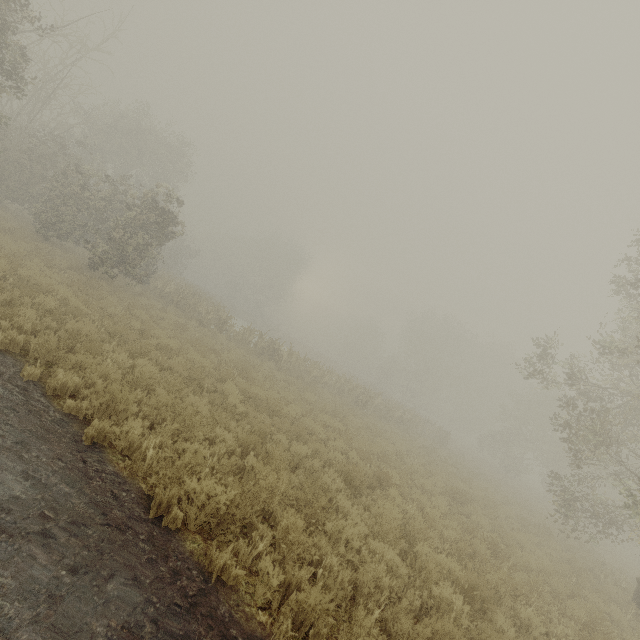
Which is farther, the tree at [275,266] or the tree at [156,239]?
the tree at [275,266]

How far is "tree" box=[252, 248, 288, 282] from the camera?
57.56m

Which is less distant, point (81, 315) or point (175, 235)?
point (81, 315)

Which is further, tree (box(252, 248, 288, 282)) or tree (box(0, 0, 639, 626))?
tree (box(252, 248, 288, 282))

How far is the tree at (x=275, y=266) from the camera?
57.6m
